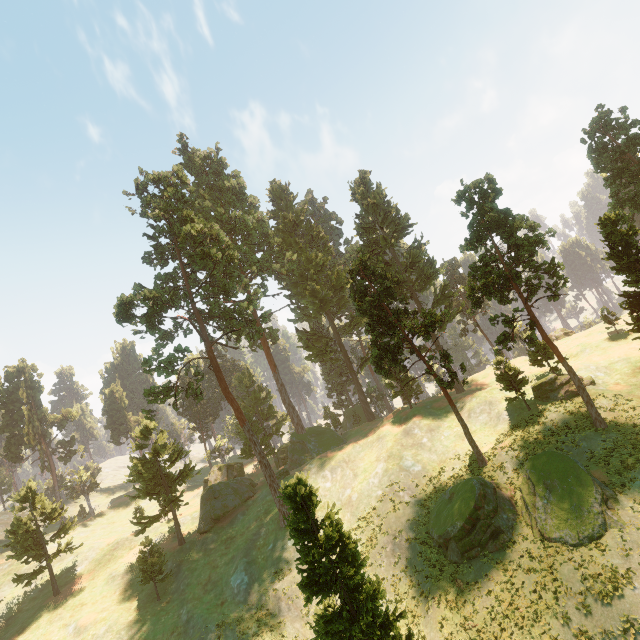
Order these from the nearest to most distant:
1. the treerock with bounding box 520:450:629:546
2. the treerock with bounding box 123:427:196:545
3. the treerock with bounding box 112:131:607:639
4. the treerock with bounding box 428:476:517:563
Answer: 1. the treerock with bounding box 112:131:607:639
2. the treerock with bounding box 520:450:629:546
3. the treerock with bounding box 428:476:517:563
4. the treerock with bounding box 123:427:196:545

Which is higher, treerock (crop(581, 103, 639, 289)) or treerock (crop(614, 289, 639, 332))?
treerock (crop(581, 103, 639, 289))

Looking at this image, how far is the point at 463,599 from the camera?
22.7 meters

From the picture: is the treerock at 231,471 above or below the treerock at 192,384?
below

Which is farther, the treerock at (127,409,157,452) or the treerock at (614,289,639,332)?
the treerock at (127,409,157,452)

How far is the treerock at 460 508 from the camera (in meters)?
24.14
